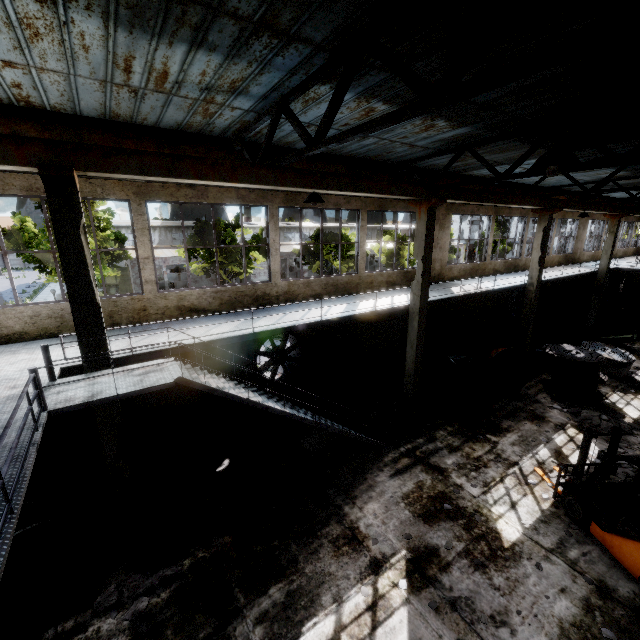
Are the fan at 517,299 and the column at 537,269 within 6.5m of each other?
yes

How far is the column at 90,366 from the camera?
6.4 meters

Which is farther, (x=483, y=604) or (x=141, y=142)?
(x=141, y=142)

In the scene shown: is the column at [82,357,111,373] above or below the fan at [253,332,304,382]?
above

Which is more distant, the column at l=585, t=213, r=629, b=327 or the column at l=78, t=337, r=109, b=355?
the column at l=585, t=213, r=629, b=327

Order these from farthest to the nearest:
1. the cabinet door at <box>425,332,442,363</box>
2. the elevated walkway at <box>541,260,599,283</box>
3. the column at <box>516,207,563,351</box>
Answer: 1. the elevated walkway at <box>541,260,599,283</box>
2. the cabinet door at <box>425,332,442,363</box>
3. the column at <box>516,207,563,351</box>

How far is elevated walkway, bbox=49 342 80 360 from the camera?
6.7 meters

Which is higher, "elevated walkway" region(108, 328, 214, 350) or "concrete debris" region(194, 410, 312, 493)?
"elevated walkway" region(108, 328, 214, 350)
